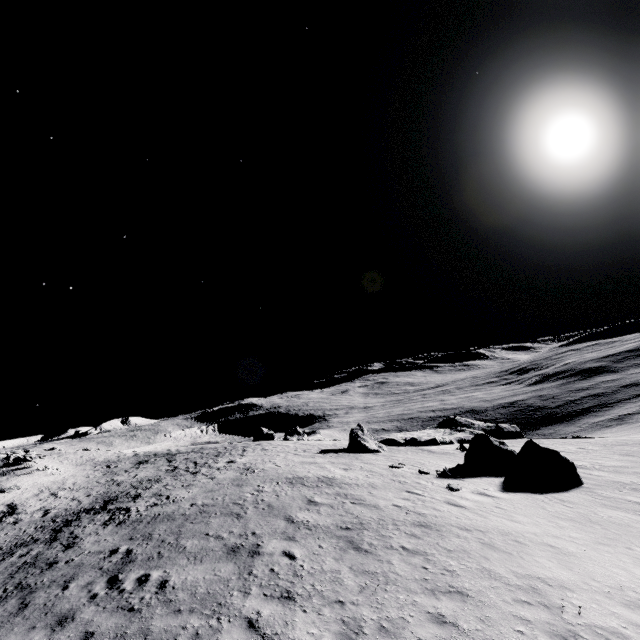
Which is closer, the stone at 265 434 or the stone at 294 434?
the stone at 265 434

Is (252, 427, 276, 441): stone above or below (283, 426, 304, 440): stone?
above

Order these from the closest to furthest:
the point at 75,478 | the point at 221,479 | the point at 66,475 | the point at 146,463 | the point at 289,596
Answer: the point at 289,596, the point at 221,479, the point at 75,478, the point at 66,475, the point at 146,463

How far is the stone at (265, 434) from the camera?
46.6 meters

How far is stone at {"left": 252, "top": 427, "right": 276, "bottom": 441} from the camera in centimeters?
4659cm

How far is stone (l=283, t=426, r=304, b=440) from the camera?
50.9m

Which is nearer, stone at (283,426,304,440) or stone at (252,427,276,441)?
stone at (252,427,276,441)
